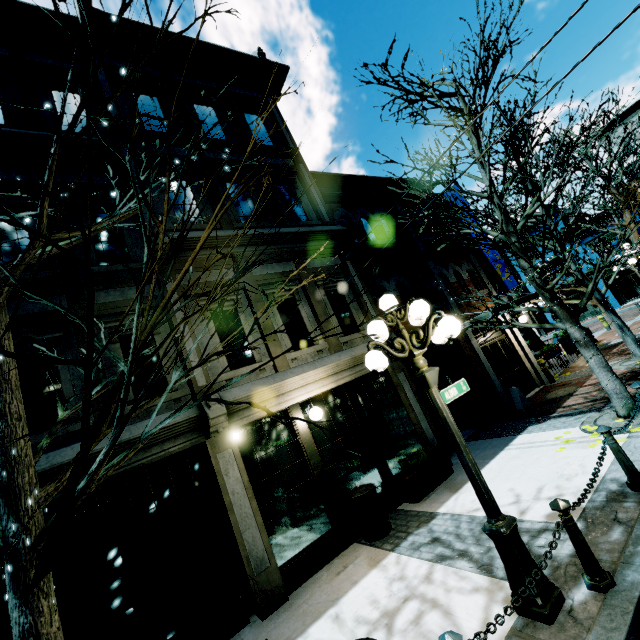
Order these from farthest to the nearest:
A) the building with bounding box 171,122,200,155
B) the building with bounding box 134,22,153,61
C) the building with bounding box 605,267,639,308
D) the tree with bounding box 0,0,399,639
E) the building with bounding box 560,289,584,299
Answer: the building with bounding box 560,289,584,299 → the building with bounding box 605,267,639,308 → the building with bounding box 134,22,153,61 → the building with bounding box 171,122,200,155 → the tree with bounding box 0,0,399,639

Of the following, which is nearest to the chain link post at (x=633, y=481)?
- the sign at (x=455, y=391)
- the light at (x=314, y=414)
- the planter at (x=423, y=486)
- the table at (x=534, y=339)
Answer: the sign at (x=455, y=391)

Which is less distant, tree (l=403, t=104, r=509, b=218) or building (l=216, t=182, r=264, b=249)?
tree (l=403, t=104, r=509, b=218)

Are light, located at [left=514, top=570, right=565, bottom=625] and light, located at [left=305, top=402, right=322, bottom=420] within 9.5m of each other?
yes

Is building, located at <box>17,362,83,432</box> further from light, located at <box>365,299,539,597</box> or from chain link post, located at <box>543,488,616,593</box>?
chain link post, located at <box>543,488,616,593</box>

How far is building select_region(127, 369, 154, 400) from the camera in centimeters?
604cm

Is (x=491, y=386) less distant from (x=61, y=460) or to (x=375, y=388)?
(x=375, y=388)

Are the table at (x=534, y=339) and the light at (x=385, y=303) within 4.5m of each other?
no
